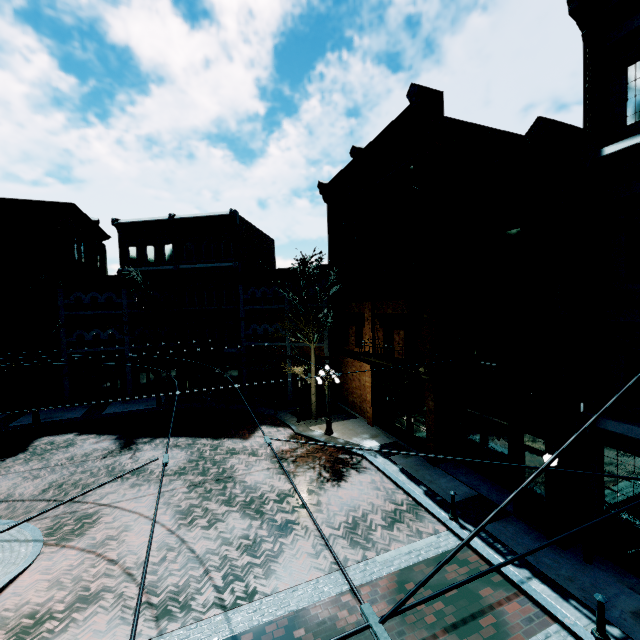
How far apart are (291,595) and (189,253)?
23.8 meters

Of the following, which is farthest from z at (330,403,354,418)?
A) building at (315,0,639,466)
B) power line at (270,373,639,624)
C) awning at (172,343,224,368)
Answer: power line at (270,373,639,624)

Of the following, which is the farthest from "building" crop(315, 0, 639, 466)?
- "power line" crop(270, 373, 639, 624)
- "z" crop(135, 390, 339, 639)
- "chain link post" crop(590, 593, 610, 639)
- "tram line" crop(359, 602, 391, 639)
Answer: "tram line" crop(359, 602, 391, 639)

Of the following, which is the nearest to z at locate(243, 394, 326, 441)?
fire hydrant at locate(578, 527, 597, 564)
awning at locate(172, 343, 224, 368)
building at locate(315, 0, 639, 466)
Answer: building at locate(315, 0, 639, 466)

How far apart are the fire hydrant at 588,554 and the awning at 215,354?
19.91m

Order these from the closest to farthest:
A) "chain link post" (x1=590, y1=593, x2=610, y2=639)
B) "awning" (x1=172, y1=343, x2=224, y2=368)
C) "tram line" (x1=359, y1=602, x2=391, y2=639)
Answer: "tram line" (x1=359, y1=602, x2=391, y2=639) < "chain link post" (x1=590, y1=593, x2=610, y2=639) < "awning" (x1=172, y1=343, x2=224, y2=368)

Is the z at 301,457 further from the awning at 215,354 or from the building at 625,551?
the awning at 215,354

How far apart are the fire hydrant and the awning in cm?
1991
